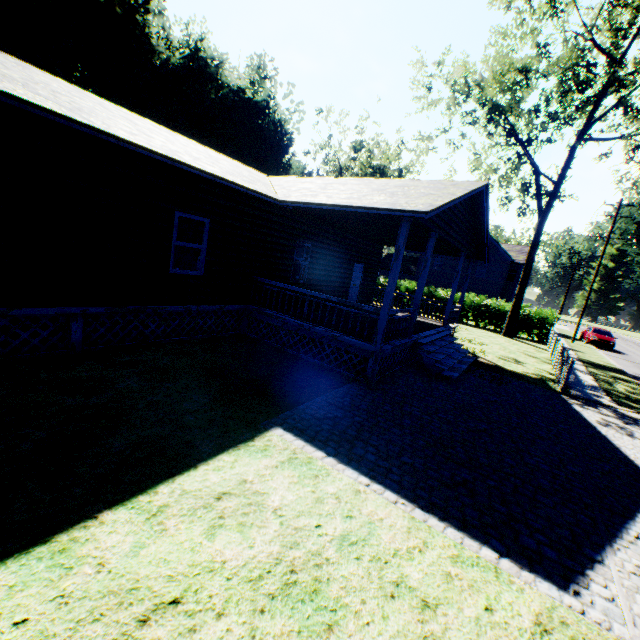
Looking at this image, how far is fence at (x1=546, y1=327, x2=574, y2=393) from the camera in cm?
1120

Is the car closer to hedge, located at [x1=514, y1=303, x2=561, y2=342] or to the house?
hedge, located at [x1=514, y1=303, x2=561, y2=342]

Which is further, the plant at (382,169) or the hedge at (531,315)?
the plant at (382,169)

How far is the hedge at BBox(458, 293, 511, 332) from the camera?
25.88m

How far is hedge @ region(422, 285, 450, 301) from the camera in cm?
2814

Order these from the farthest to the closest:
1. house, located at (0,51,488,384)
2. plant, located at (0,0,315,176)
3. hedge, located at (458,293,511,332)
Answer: plant, located at (0,0,315,176) < hedge, located at (458,293,511,332) < house, located at (0,51,488,384)

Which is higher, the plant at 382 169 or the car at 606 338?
the plant at 382 169

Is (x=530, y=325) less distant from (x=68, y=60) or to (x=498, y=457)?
(x=498, y=457)
